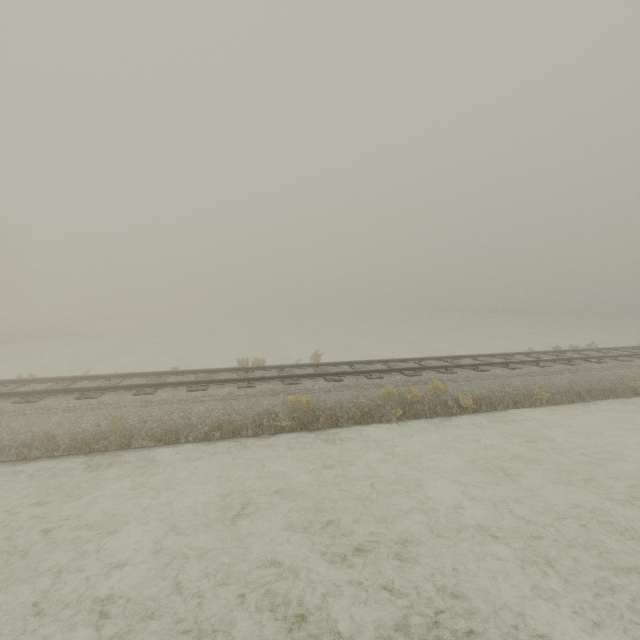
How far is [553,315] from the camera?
56.1 meters
